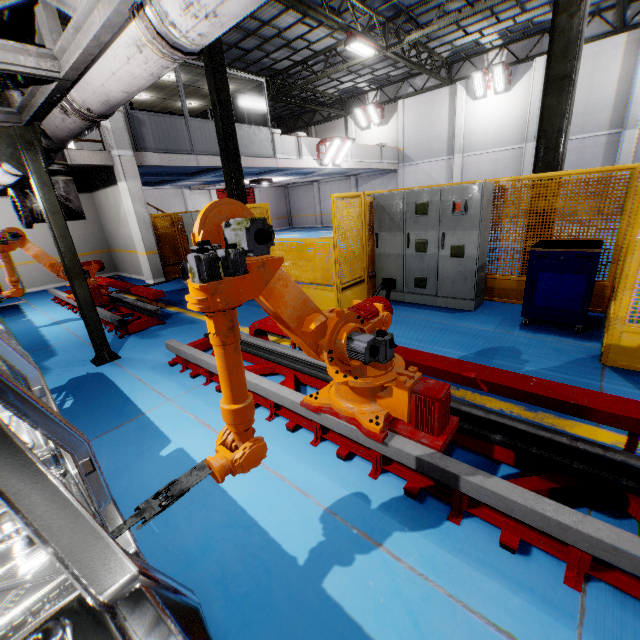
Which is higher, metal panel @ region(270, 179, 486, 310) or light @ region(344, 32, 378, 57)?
light @ region(344, 32, 378, 57)

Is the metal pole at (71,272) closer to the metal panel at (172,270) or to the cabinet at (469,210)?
the metal panel at (172,270)

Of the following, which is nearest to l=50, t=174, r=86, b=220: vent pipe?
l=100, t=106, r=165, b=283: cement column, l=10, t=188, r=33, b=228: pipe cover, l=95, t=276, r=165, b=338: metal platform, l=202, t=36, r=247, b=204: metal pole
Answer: l=10, t=188, r=33, b=228: pipe cover

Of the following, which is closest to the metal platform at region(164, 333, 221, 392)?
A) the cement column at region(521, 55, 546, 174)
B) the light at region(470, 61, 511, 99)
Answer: the cement column at region(521, 55, 546, 174)

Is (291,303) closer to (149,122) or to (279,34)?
(149,122)

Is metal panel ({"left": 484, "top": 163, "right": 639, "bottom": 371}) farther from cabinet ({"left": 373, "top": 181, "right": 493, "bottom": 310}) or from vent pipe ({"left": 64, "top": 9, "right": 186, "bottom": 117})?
vent pipe ({"left": 64, "top": 9, "right": 186, "bottom": 117})

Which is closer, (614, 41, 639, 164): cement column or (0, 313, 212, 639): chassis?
(0, 313, 212, 639): chassis

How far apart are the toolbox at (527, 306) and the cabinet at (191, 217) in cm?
873
